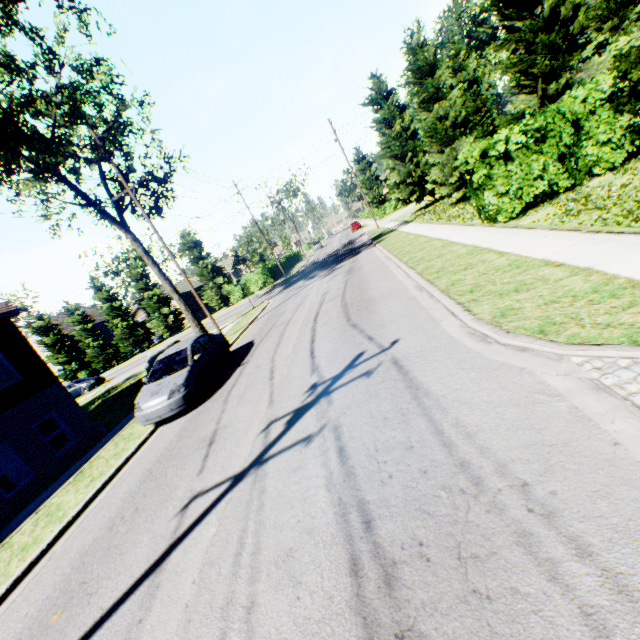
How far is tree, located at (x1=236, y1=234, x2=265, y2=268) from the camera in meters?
47.5

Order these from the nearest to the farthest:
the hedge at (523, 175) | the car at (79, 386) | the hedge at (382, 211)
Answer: the hedge at (523, 175) < the car at (79, 386) < the hedge at (382, 211)

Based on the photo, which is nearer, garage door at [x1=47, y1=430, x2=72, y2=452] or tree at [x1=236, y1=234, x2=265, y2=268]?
garage door at [x1=47, y1=430, x2=72, y2=452]

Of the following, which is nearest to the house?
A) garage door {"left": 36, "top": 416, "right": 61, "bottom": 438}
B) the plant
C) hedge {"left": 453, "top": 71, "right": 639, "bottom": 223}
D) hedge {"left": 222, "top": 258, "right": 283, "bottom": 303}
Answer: hedge {"left": 222, "top": 258, "right": 283, "bottom": 303}

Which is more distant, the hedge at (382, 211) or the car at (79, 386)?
the hedge at (382, 211)

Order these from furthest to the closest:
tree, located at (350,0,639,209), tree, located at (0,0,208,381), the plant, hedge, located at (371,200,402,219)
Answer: hedge, located at (371,200,402,219), tree, located at (0,0,208,381), tree, located at (350,0,639,209), the plant

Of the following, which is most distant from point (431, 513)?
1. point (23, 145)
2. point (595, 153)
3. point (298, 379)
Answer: point (23, 145)

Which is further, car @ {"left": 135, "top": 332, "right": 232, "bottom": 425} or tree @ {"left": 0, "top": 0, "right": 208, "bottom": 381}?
tree @ {"left": 0, "top": 0, "right": 208, "bottom": 381}
